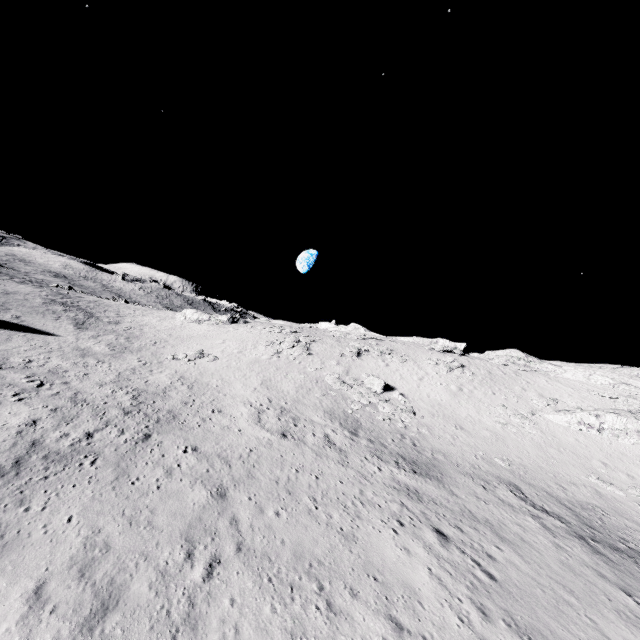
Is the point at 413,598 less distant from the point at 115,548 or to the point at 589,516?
the point at 115,548

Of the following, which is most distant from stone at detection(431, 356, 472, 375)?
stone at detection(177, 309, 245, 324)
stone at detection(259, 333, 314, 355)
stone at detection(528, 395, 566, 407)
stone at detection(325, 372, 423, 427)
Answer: stone at detection(177, 309, 245, 324)

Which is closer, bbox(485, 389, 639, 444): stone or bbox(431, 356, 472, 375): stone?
bbox(485, 389, 639, 444): stone

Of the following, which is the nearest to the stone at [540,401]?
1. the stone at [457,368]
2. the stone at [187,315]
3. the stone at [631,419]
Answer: the stone at [631,419]

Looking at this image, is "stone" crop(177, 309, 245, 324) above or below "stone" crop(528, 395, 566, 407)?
below

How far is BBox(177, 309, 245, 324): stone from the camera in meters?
57.3 m

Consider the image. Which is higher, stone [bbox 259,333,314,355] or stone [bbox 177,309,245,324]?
stone [bbox 259,333,314,355]

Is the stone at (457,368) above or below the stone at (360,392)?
above
